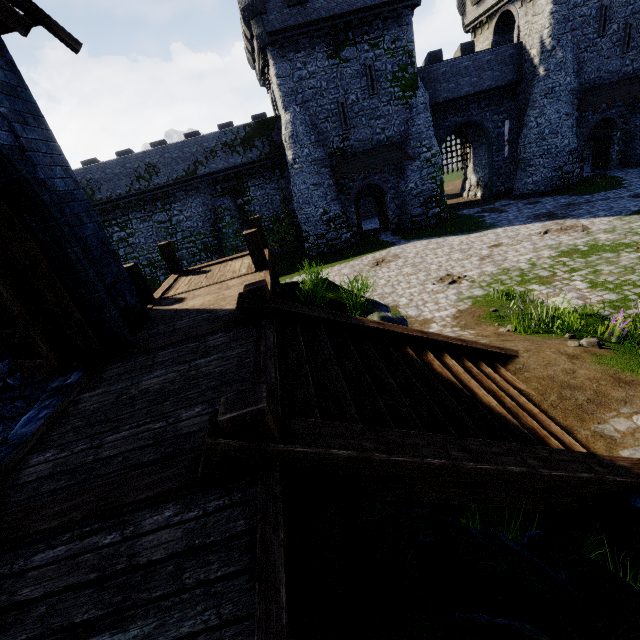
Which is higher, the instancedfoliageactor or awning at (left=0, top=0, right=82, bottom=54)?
awning at (left=0, top=0, right=82, bottom=54)

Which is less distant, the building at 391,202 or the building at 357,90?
the building at 357,90

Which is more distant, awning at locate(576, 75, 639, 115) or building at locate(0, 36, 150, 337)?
awning at locate(576, 75, 639, 115)

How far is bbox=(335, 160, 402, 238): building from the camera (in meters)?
24.66

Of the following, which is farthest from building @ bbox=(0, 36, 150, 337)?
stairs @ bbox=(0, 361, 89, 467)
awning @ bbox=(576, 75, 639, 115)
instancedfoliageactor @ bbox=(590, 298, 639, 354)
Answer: awning @ bbox=(576, 75, 639, 115)

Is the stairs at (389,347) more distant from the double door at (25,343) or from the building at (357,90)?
the building at (357,90)

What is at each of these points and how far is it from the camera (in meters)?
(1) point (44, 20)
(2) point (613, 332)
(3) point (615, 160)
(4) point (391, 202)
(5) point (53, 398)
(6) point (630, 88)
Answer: (1) awning, 4.60
(2) instancedfoliageactor, 7.99
(3) building, 27.12
(4) building, 25.59
(5) stairs, 4.54
(6) awning, 24.45
